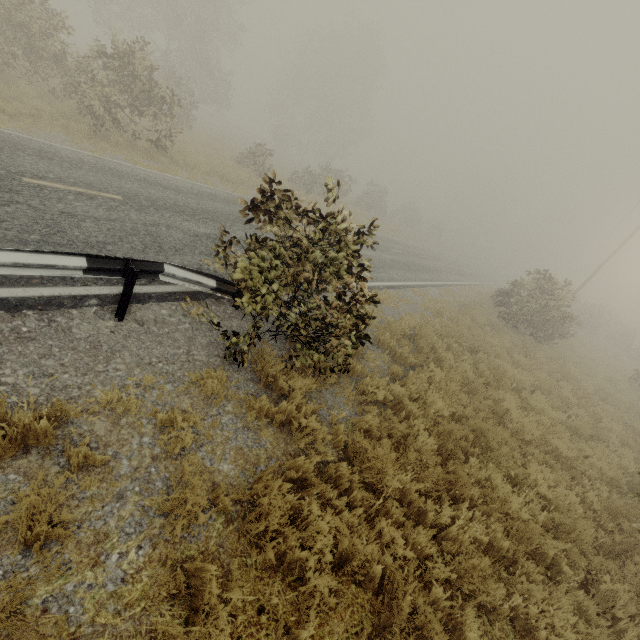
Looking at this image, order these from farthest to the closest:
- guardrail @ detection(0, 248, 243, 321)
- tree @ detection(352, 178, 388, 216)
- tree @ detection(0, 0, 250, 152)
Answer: tree @ detection(352, 178, 388, 216) < tree @ detection(0, 0, 250, 152) < guardrail @ detection(0, 248, 243, 321)

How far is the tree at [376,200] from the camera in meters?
34.8

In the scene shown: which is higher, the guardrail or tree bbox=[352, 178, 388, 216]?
tree bbox=[352, 178, 388, 216]

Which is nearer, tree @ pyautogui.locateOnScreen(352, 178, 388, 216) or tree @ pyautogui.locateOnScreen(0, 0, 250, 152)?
tree @ pyautogui.locateOnScreen(0, 0, 250, 152)

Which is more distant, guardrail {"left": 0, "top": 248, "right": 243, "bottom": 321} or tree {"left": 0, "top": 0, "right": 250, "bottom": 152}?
tree {"left": 0, "top": 0, "right": 250, "bottom": 152}

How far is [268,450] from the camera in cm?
395

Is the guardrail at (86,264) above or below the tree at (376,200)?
below
